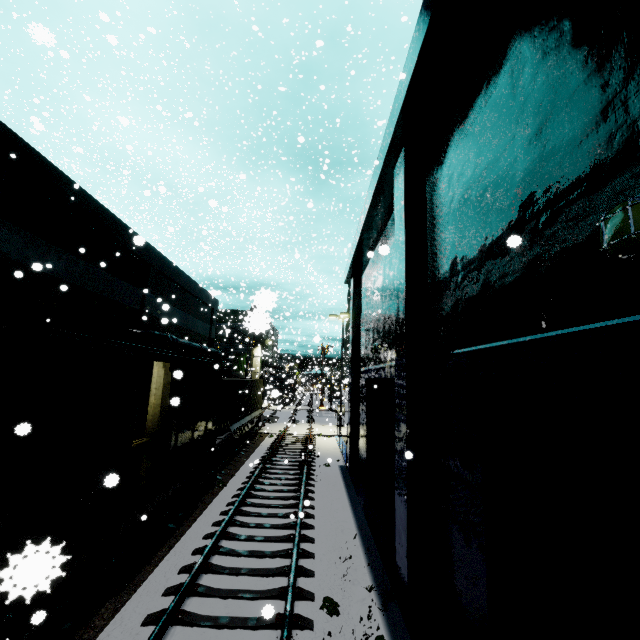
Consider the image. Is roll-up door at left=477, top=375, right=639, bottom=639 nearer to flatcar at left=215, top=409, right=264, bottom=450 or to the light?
the light

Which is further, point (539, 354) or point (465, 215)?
point (465, 215)

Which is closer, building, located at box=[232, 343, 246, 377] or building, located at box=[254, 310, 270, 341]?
building, located at box=[254, 310, 270, 341]

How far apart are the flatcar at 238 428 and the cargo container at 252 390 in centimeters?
1cm

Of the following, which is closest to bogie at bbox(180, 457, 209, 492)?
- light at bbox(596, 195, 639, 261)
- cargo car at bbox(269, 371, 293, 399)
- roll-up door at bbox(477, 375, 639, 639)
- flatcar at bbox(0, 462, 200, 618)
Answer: flatcar at bbox(0, 462, 200, 618)

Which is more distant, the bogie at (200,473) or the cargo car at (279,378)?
the cargo car at (279,378)

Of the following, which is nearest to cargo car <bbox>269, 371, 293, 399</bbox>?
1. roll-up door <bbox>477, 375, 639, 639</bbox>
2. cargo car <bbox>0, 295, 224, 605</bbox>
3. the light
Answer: cargo car <bbox>0, 295, 224, 605</bbox>

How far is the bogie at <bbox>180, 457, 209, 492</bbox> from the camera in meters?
11.3 m
